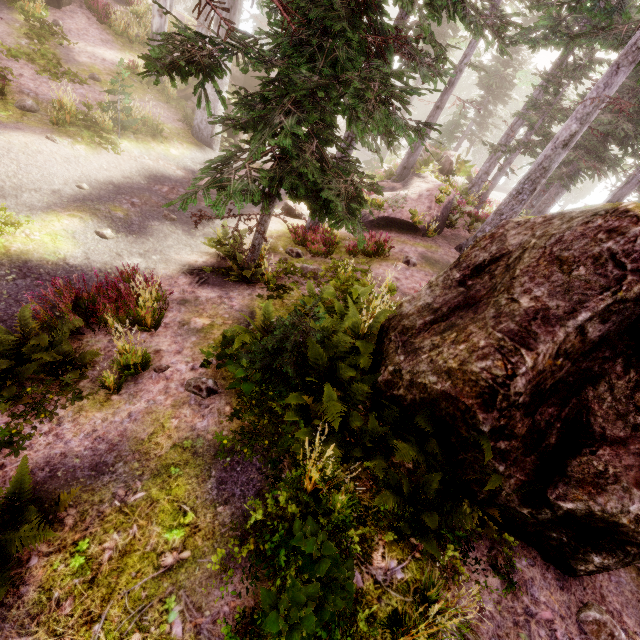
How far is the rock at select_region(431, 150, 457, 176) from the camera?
19.3m

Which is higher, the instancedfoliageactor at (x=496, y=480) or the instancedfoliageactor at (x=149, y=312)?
the instancedfoliageactor at (x=496, y=480)

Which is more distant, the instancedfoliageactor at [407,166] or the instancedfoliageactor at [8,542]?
the instancedfoliageactor at [407,166]

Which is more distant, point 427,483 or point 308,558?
point 427,483

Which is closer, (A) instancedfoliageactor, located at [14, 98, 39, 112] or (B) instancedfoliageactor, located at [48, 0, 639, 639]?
(B) instancedfoliageactor, located at [48, 0, 639, 639]

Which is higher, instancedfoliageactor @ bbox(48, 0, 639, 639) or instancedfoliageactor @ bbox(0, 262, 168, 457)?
instancedfoliageactor @ bbox(48, 0, 639, 639)

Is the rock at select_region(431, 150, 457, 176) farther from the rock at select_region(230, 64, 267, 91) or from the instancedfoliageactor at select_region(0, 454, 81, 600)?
the rock at select_region(230, 64, 267, 91)

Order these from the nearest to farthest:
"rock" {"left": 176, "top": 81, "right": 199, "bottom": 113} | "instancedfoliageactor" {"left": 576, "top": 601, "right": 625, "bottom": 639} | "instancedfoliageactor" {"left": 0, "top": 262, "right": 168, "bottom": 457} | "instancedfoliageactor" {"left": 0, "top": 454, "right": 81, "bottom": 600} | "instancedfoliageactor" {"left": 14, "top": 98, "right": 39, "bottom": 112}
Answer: "instancedfoliageactor" {"left": 0, "top": 454, "right": 81, "bottom": 600} → "instancedfoliageactor" {"left": 576, "top": 601, "right": 625, "bottom": 639} → "instancedfoliageactor" {"left": 0, "top": 262, "right": 168, "bottom": 457} → "instancedfoliageactor" {"left": 14, "top": 98, "right": 39, "bottom": 112} → "rock" {"left": 176, "top": 81, "right": 199, "bottom": 113}
